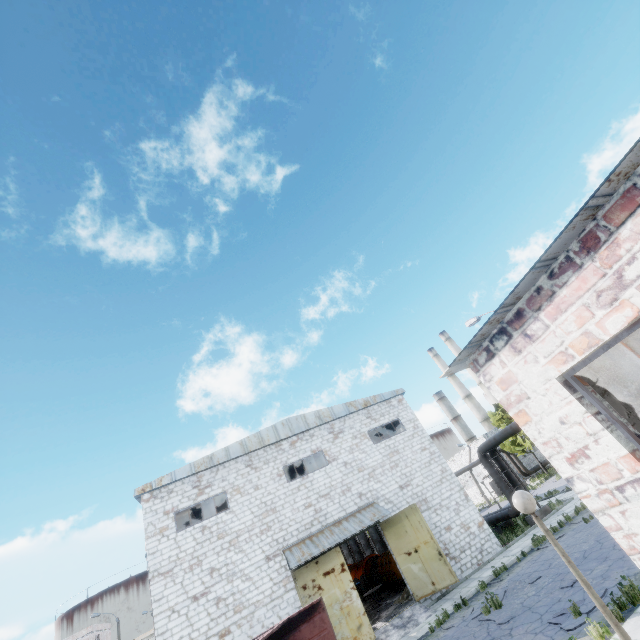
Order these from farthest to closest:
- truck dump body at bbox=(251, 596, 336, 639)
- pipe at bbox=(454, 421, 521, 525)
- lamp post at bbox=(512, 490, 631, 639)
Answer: pipe at bbox=(454, 421, 521, 525) → truck dump body at bbox=(251, 596, 336, 639) → lamp post at bbox=(512, 490, 631, 639)

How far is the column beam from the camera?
28.7m

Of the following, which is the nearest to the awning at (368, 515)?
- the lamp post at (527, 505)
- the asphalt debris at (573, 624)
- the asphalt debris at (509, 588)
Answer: the asphalt debris at (509, 588)

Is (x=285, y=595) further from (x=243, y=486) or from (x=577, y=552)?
(x=577, y=552)

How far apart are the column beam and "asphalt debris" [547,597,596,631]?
21.8 meters

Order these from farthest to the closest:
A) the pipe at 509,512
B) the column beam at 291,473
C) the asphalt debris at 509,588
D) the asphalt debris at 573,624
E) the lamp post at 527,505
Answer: the column beam at 291,473 < the pipe at 509,512 < the asphalt debris at 509,588 < the asphalt debris at 573,624 < the lamp post at 527,505

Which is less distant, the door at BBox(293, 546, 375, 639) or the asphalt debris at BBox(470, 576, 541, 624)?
the asphalt debris at BBox(470, 576, 541, 624)

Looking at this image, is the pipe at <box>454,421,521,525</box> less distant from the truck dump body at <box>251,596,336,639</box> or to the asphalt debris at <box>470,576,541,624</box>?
the asphalt debris at <box>470,576,541,624</box>
